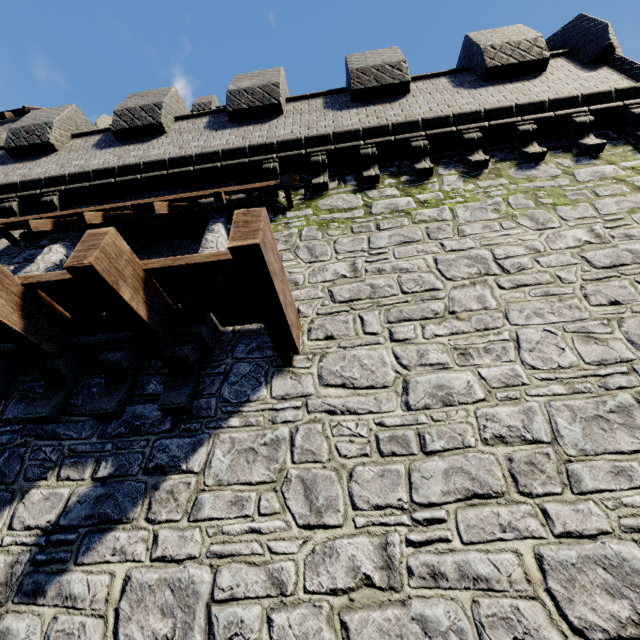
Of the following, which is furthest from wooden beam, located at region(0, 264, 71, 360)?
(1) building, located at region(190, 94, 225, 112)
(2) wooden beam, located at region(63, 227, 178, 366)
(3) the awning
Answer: (1) building, located at region(190, 94, 225, 112)

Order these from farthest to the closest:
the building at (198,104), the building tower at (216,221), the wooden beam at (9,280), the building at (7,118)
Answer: the building at (198,104) < the building at (7,118) < the building tower at (216,221) < the wooden beam at (9,280)

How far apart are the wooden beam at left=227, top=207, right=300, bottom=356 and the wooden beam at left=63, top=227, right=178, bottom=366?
1.23m

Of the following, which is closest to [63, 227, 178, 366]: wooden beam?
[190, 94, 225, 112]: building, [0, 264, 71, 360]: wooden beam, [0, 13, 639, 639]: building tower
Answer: [0, 13, 639, 639]: building tower

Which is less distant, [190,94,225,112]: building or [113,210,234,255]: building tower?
[113,210,234,255]: building tower

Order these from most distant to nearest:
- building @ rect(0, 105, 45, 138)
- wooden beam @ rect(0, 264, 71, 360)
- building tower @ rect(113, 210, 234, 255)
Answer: building @ rect(0, 105, 45, 138)
building tower @ rect(113, 210, 234, 255)
wooden beam @ rect(0, 264, 71, 360)

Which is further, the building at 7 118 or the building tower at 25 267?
the building at 7 118

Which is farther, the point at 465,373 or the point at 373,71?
the point at 373,71
